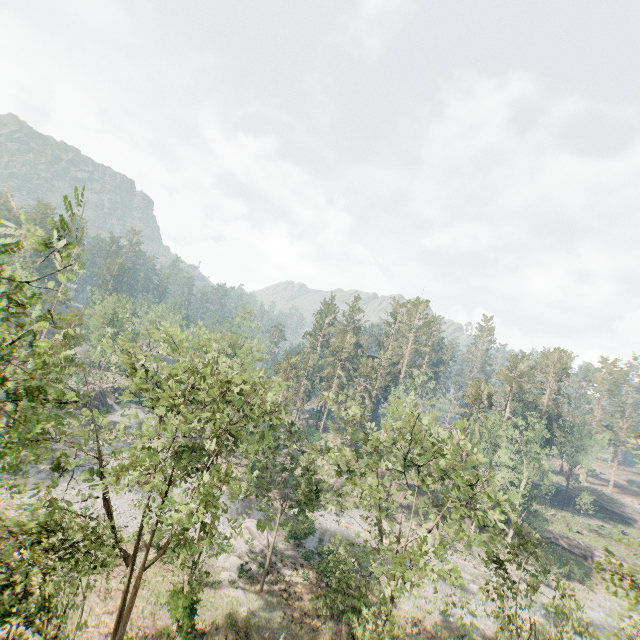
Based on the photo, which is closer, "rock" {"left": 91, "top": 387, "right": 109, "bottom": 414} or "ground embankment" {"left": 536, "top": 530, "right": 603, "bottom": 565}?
"ground embankment" {"left": 536, "top": 530, "right": 603, "bottom": 565}

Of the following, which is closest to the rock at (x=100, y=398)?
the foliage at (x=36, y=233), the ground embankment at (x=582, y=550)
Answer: the foliage at (x=36, y=233)

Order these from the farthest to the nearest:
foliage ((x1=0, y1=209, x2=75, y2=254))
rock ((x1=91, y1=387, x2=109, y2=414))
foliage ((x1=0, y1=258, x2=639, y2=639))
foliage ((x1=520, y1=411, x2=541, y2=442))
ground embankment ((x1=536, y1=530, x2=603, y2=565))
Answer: rock ((x1=91, y1=387, x2=109, y2=414))
ground embankment ((x1=536, y1=530, x2=603, y2=565))
foliage ((x1=520, y1=411, x2=541, y2=442))
foliage ((x1=0, y1=258, x2=639, y2=639))
foliage ((x1=0, y1=209, x2=75, y2=254))

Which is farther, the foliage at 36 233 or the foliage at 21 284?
the foliage at 21 284

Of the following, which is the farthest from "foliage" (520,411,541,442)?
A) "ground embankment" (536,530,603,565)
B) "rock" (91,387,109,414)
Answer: "rock" (91,387,109,414)

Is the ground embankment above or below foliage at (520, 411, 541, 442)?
below

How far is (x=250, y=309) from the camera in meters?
46.2 m

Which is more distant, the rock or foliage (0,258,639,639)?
the rock
